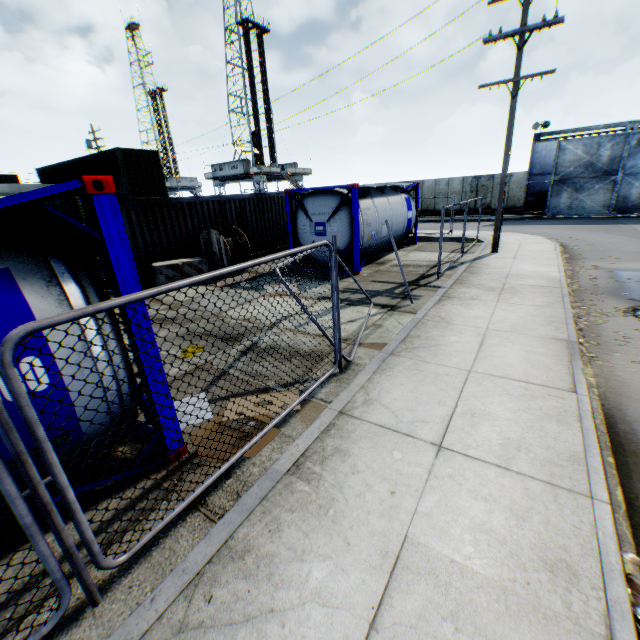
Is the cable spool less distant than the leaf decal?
No

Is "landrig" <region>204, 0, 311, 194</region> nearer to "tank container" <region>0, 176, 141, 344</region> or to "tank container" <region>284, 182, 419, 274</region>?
"tank container" <region>284, 182, 419, 274</region>

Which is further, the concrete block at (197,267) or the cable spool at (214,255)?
the cable spool at (214,255)

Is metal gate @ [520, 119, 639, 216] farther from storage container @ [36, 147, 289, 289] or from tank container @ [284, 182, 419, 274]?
storage container @ [36, 147, 289, 289]

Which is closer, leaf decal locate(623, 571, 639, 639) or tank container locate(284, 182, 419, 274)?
leaf decal locate(623, 571, 639, 639)

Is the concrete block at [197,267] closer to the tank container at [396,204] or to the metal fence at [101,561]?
the tank container at [396,204]

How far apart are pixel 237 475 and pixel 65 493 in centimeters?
165cm

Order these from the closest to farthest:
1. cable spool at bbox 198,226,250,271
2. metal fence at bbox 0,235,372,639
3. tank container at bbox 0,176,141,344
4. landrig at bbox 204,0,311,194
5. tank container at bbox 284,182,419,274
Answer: metal fence at bbox 0,235,372,639 → tank container at bbox 0,176,141,344 → tank container at bbox 284,182,419,274 → cable spool at bbox 198,226,250,271 → landrig at bbox 204,0,311,194
